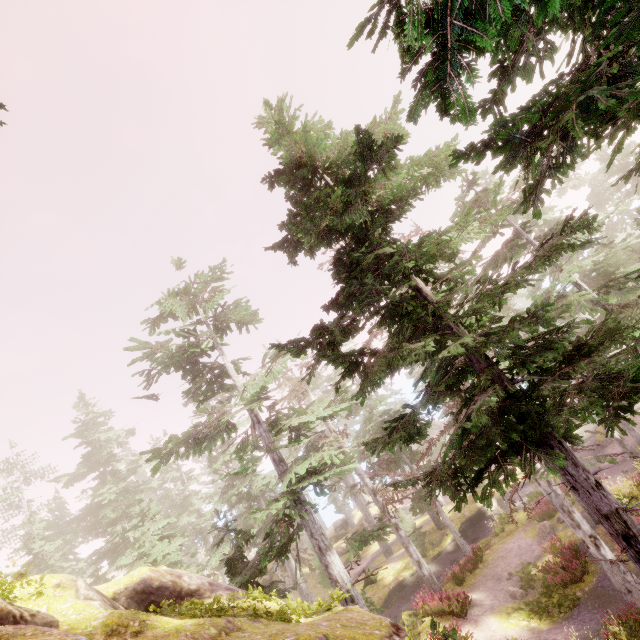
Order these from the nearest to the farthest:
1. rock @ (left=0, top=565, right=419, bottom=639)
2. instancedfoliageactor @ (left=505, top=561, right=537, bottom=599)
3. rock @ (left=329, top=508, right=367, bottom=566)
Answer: rock @ (left=0, top=565, right=419, bottom=639) → instancedfoliageactor @ (left=505, top=561, right=537, bottom=599) → rock @ (left=329, top=508, right=367, bottom=566)

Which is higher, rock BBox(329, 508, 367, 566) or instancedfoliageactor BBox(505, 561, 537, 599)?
rock BBox(329, 508, 367, 566)

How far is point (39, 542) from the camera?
24.7 meters

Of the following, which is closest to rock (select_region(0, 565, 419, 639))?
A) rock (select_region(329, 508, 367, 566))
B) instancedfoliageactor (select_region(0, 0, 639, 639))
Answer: instancedfoliageactor (select_region(0, 0, 639, 639))

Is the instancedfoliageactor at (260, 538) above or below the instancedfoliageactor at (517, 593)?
above

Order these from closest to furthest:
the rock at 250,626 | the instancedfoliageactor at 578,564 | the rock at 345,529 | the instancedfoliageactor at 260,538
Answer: the instancedfoliageactor at 260,538, the rock at 250,626, the instancedfoliageactor at 578,564, the rock at 345,529

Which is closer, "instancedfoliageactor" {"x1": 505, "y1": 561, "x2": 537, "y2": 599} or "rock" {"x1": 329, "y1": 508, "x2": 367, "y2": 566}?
"instancedfoliageactor" {"x1": 505, "y1": 561, "x2": 537, "y2": 599}

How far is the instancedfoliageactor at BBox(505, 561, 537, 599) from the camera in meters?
16.4
